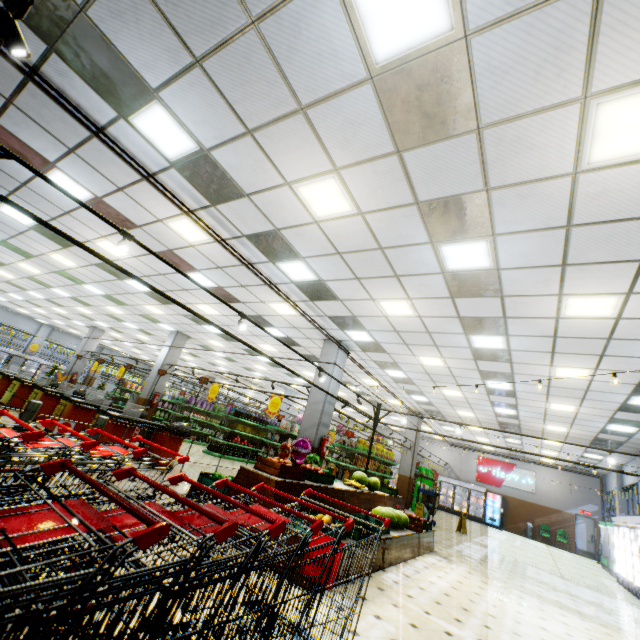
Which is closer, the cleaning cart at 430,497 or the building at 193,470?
the building at 193,470

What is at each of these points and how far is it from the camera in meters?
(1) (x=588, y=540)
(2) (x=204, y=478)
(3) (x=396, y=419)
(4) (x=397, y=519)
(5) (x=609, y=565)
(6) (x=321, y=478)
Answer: (1) door, 19.9 m
(2) fruit crate, 5.3 m
(3) building, 22.9 m
(4) watermelon, 6.5 m
(5) refrigerated case, 14.0 m
(6) fruit crate, 5.7 m

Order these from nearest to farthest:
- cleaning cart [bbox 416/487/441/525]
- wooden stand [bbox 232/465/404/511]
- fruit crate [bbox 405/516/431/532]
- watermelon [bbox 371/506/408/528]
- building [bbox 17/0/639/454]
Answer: building [bbox 17/0/639/454], wooden stand [bbox 232/465/404/511], watermelon [bbox 371/506/408/528], fruit crate [bbox 405/516/431/532], cleaning cart [bbox 416/487/441/525]

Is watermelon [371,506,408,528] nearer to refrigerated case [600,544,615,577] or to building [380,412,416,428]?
building [380,412,416,428]

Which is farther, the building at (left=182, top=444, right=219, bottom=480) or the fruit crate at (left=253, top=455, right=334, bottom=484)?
the building at (left=182, top=444, right=219, bottom=480)

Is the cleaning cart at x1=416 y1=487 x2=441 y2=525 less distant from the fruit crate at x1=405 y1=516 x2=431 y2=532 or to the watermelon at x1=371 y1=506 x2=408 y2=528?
the fruit crate at x1=405 y1=516 x2=431 y2=532

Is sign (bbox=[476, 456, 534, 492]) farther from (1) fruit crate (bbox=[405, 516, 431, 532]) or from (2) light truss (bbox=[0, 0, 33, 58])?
(1) fruit crate (bbox=[405, 516, 431, 532])

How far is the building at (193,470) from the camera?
8.95m
